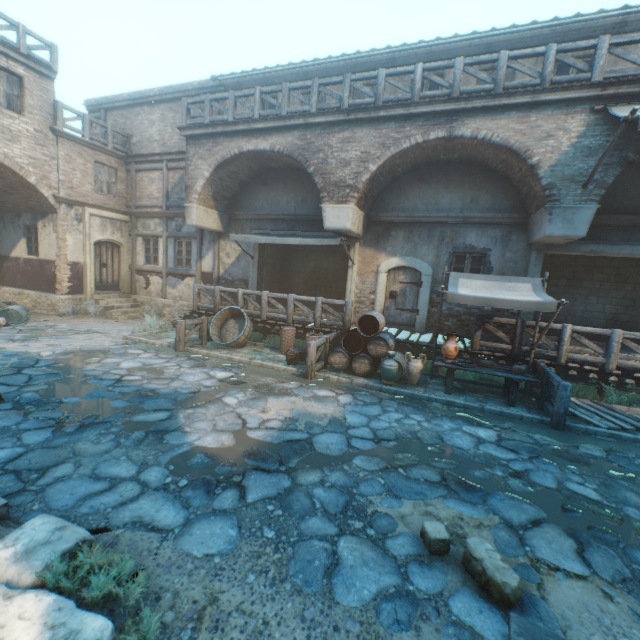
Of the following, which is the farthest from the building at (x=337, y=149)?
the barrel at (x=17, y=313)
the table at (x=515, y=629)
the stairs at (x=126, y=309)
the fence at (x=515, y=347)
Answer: the barrel at (x=17, y=313)

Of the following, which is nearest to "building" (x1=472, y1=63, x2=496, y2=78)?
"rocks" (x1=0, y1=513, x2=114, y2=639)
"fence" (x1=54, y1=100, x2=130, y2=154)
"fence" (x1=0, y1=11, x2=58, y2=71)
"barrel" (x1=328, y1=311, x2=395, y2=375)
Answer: "fence" (x1=54, y1=100, x2=130, y2=154)

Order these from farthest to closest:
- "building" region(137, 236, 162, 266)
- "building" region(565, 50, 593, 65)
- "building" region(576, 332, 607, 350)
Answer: "building" region(137, 236, 162, 266) < "building" region(576, 332, 607, 350) < "building" region(565, 50, 593, 65)

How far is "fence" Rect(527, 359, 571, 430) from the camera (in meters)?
6.35

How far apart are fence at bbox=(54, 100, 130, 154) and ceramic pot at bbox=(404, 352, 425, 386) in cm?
1542

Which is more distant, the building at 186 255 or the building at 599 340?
the building at 186 255

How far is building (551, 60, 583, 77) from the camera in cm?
912

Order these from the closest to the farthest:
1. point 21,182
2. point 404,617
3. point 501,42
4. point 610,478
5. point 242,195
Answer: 1. point 404,617
2. point 610,478
3. point 501,42
4. point 21,182
5. point 242,195
